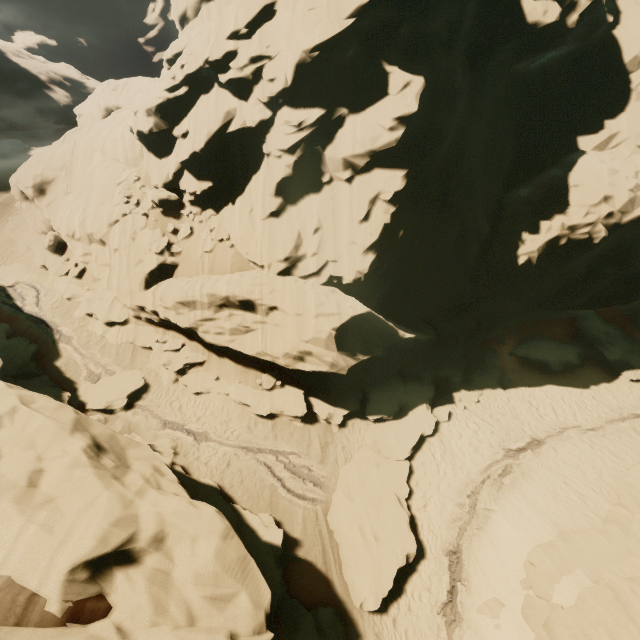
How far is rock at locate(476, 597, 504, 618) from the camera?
10.2 meters

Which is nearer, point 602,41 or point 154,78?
point 602,41

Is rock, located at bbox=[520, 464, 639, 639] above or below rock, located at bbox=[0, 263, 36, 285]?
below

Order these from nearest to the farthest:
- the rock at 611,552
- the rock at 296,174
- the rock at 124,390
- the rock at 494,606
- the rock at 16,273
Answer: the rock at 611,552 < the rock at 494,606 < the rock at 296,174 < the rock at 124,390 < the rock at 16,273

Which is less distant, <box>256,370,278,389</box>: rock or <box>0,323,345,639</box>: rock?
<box>0,323,345,639</box>: rock

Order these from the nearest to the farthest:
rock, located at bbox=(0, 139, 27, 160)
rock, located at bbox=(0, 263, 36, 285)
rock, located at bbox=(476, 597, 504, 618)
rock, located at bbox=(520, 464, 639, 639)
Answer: rock, located at bbox=(520, 464, 639, 639), rock, located at bbox=(476, 597, 504, 618), rock, located at bbox=(0, 263, 36, 285), rock, located at bbox=(0, 139, 27, 160)

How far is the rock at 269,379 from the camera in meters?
16.2
